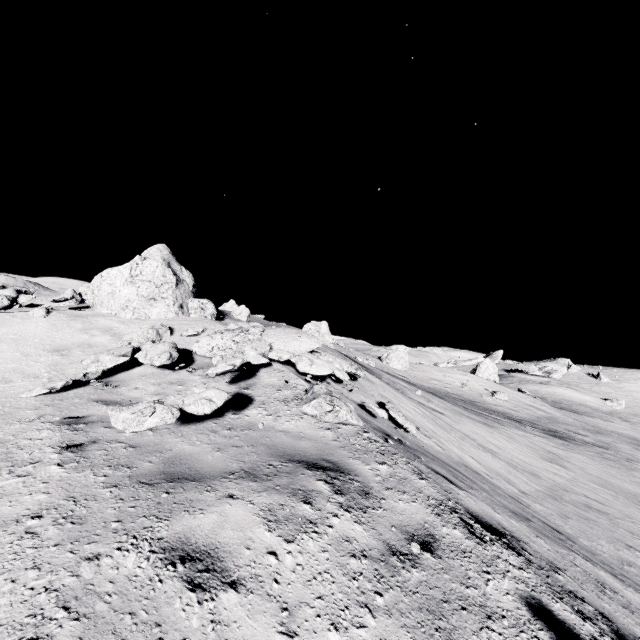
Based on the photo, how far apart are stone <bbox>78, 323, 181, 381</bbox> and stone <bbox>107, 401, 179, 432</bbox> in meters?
2.4

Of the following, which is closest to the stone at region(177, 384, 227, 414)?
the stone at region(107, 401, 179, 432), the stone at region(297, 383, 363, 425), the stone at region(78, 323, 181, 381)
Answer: the stone at region(107, 401, 179, 432)

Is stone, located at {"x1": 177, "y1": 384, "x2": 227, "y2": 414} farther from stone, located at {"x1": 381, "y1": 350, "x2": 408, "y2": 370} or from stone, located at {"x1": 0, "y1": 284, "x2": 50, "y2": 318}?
stone, located at {"x1": 381, "y1": 350, "x2": 408, "y2": 370}

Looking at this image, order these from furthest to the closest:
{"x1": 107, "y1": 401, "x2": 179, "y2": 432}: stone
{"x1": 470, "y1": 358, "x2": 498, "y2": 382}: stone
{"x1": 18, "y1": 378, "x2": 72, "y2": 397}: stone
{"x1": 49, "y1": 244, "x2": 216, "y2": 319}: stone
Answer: {"x1": 470, "y1": 358, "x2": 498, "y2": 382}: stone < {"x1": 49, "y1": 244, "x2": 216, "y2": 319}: stone < {"x1": 18, "y1": 378, "x2": 72, "y2": 397}: stone < {"x1": 107, "y1": 401, "x2": 179, "y2": 432}: stone

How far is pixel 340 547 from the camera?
3.04m

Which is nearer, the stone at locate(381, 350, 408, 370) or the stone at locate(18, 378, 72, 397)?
the stone at locate(18, 378, 72, 397)

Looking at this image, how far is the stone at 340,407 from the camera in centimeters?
373cm

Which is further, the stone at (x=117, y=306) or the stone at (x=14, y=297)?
the stone at (x=117, y=306)
